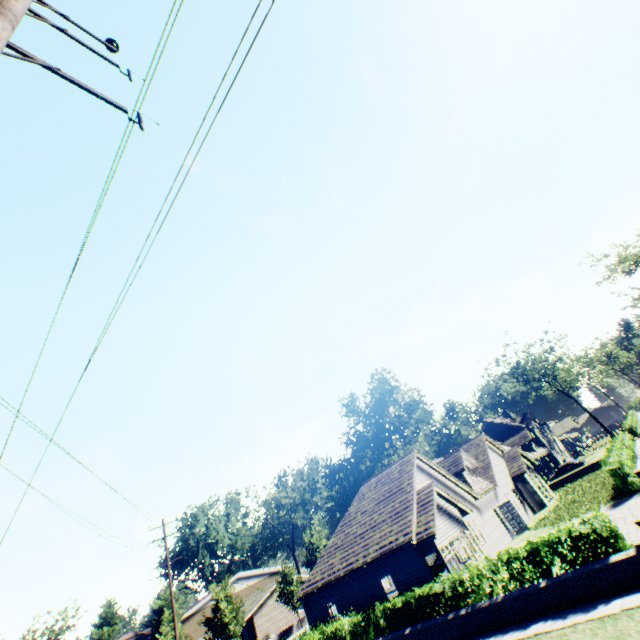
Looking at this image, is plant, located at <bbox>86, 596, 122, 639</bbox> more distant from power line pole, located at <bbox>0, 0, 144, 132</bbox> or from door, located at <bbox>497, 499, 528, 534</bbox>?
power line pole, located at <bbox>0, 0, 144, 132</bbox>

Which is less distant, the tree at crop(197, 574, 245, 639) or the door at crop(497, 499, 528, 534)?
the door at crop(497, 499, 528, 534)

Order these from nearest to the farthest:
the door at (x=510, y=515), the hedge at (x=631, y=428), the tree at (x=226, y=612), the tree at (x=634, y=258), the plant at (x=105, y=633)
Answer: the hedge at (x=631, y=428)
the door at (x=510, y=515)
the tree at (x=226, y=612)
the tree at (x=634, y=258)
the plant at (x=105, y=633)

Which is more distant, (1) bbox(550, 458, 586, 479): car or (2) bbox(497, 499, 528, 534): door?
(1) bbox(550, 458, 586, 479): car

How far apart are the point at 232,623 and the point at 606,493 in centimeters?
3632cm

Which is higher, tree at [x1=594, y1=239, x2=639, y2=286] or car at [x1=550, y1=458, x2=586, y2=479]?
tree at [x1=594, y1=239, x2=639, y2=286]

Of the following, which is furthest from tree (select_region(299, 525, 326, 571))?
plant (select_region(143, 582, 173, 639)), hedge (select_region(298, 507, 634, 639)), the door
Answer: the door

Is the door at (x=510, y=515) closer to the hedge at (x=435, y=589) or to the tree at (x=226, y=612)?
the hedge at (x=435, y=589)
